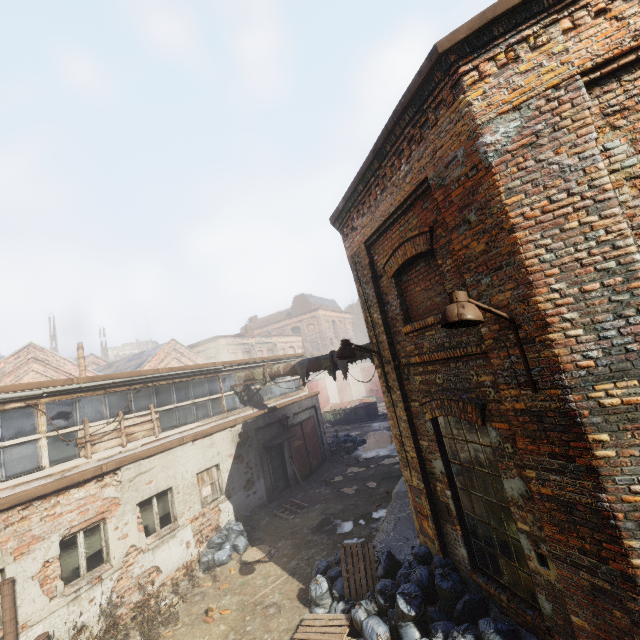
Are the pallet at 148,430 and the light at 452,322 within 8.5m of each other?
no

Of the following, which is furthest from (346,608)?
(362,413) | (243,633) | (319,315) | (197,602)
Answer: (319,315)

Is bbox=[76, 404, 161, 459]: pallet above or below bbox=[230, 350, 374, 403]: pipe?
below

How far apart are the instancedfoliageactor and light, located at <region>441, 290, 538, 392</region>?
8.6m

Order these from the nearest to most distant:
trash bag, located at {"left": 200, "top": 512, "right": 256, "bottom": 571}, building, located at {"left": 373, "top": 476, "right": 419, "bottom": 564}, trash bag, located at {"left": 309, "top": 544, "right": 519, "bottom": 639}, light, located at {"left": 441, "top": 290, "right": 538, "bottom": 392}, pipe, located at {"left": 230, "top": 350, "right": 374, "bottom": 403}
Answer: light, located at {"left": 441, "top": 290, "right": 538, "bottom": 392} → trash bag, located at {"left": 309, "top": 544, "right": 519, "bottom": 639} → building, located at {"left": 373, "top": 476, "right": 419, "bottom": 564} → trash bag, located at {"left": 200, "top": 512, "right": 256, "bottom": 571} → pipe, located at {"left": 230, "top": 350, "right": 374, "bottom": 403}

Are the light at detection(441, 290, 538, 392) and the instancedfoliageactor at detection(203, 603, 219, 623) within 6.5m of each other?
no

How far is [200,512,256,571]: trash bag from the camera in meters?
9.7

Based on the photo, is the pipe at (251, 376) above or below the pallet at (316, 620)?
above
